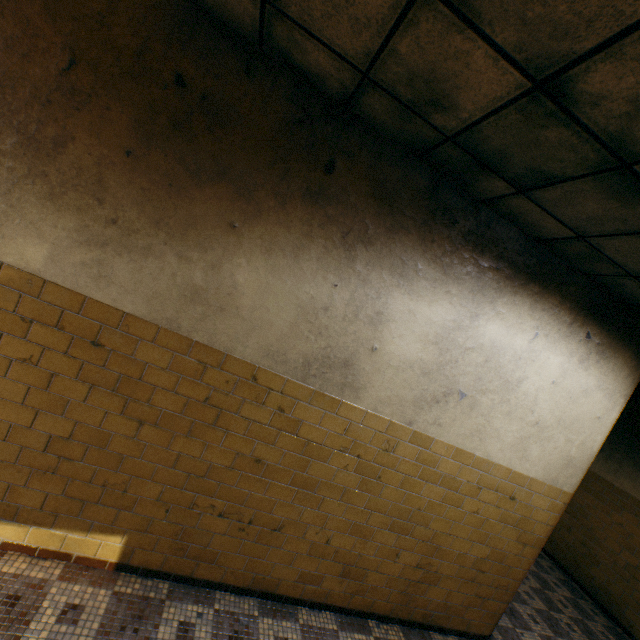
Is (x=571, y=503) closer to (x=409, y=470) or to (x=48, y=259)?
(x=409, y=470)
